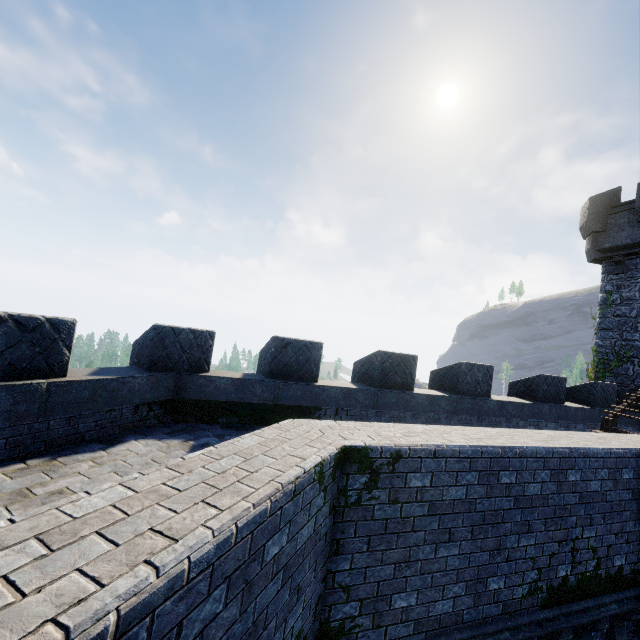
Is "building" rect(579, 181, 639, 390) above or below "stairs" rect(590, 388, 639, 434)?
above

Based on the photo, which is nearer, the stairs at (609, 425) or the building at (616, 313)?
the stairs at (609, 425)

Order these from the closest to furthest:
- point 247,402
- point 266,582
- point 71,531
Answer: point 71,531
point 266,582
point 247,402

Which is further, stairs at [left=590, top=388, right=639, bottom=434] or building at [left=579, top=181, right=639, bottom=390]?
building at [left=579, top=181, right=639, bottom=390]

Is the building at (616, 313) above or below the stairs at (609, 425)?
above
